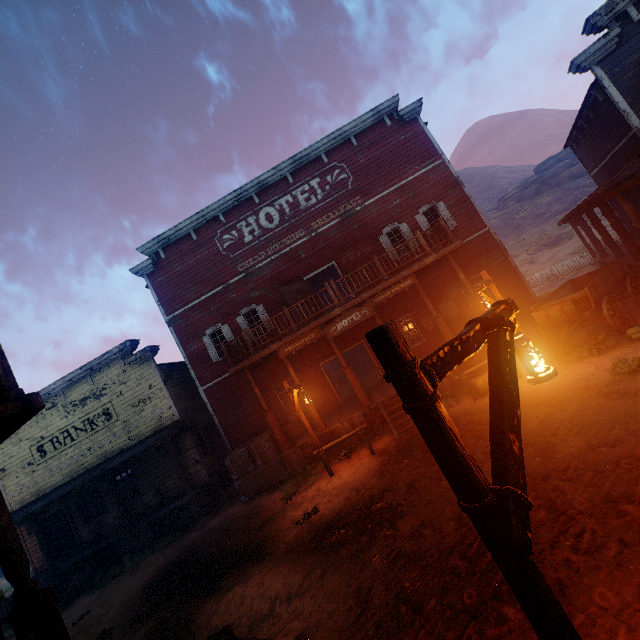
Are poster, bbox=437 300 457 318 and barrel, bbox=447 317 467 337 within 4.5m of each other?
yes

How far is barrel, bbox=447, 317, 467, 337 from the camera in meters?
13.6 m

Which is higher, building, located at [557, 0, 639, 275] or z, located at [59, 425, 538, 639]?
building, located at [557, 0, 639, 275]

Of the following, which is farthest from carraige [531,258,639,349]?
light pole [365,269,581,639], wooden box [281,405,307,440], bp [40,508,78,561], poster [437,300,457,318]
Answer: bp [40,508,78,561]

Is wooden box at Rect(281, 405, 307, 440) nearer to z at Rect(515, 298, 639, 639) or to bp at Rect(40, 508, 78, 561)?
z at Rect(515, 298, 639, 639)

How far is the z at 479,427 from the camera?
6.68m

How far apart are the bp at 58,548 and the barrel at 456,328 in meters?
21.4 m

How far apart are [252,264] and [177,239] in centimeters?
425cm
